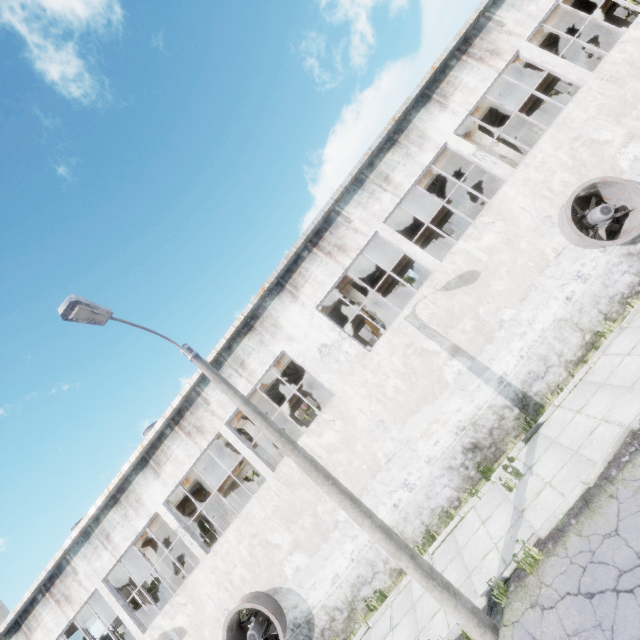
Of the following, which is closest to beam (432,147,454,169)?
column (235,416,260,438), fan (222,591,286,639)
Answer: column (235,416,260,438)

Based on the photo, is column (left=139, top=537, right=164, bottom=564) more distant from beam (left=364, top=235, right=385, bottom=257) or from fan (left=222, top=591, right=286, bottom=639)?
fan (left=222, top=591, right=286, bottom=639)

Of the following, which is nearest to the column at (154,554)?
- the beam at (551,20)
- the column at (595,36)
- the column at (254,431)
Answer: the beam at (551,20)

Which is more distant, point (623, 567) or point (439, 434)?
point (439, 434)

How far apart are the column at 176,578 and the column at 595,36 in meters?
45.9

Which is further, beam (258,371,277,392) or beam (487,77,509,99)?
beam (258,371,277,392)

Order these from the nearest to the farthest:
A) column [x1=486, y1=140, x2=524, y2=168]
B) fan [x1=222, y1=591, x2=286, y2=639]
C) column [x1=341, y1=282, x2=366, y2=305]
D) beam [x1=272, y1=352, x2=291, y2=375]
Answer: fan [x1=222, y1=591, x2=286, y2=639], column [x1=486, y1=140, x2=524, y2=168], column [x1=341, y1=282, x2=366, y2=305], beam [x1=272, y1=352, x2=291, y2=375]

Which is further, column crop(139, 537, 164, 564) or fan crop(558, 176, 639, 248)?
column crop(139, 537, 164, 564)
